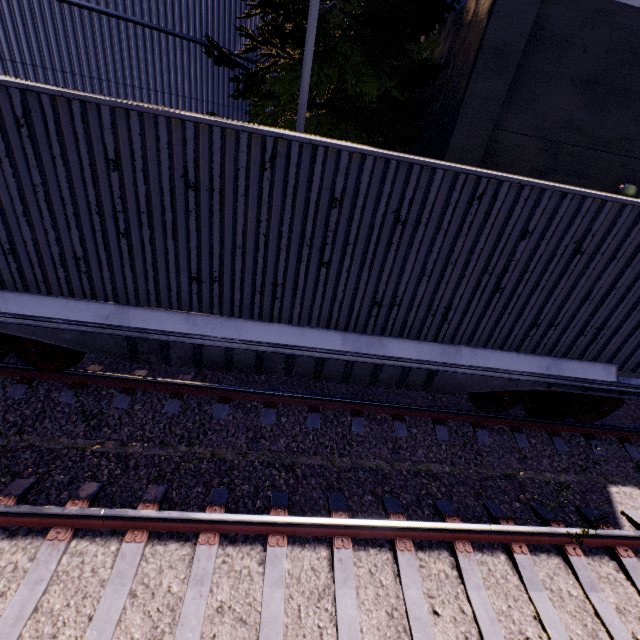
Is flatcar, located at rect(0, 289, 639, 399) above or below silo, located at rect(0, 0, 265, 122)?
below

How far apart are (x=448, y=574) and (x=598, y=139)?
10.0m

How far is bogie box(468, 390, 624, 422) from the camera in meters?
5.6

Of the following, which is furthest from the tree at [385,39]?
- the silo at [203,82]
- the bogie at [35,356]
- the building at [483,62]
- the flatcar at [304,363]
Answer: the bogie at [35,356]

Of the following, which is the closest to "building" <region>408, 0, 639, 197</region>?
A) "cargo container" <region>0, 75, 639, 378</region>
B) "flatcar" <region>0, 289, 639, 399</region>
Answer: "cargo container" <region>0, 75, 639, 378</region>

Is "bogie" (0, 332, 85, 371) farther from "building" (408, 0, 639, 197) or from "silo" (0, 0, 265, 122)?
"building" (408, 0, 639, 197)

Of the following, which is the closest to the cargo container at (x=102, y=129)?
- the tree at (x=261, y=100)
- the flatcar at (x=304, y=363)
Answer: the flatcar at (x=304, y=363)

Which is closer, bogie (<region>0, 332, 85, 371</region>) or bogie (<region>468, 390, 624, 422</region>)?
bogie (<region>0, 332, 85, 371</region>)
